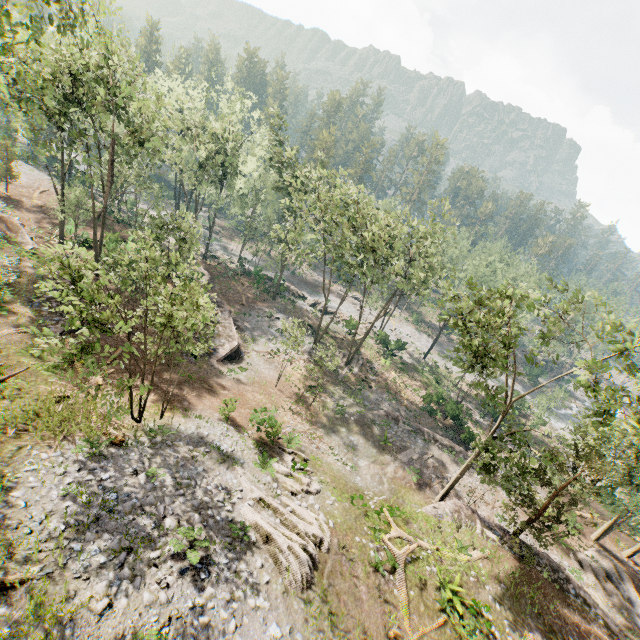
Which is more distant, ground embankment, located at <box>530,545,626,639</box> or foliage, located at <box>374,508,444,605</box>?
ground embankment, located at <box>530,545,626,639</box>

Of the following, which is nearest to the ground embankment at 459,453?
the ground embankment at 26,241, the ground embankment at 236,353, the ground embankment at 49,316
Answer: the ground embankment at 236,353

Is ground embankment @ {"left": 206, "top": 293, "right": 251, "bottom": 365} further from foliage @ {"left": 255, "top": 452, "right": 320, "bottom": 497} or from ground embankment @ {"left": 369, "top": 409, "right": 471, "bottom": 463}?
foliage @ {"left": 255, "top": 452, "right": 320, "bottom": 497}

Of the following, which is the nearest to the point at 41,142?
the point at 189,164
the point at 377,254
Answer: the point at 189,164

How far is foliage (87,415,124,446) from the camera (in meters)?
14.56

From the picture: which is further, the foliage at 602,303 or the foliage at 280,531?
the foliage at 602,303

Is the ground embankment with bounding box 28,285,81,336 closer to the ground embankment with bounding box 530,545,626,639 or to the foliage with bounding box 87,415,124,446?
the foliage with bounding box 87,415,124,446

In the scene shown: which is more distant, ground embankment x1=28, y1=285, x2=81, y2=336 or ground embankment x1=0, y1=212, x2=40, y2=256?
ground embankment x1=0, y1=212, x2=40, y2=256
